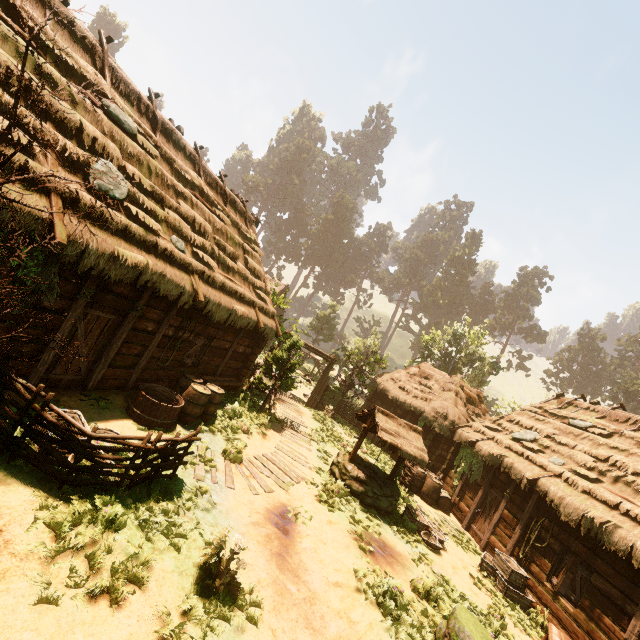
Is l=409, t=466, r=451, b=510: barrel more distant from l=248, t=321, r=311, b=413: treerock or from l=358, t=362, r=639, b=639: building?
l=248, t=321, r=311, b=413: treerock

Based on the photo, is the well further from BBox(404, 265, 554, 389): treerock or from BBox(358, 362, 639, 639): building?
BBox(404, 265, 554, 389): treerock

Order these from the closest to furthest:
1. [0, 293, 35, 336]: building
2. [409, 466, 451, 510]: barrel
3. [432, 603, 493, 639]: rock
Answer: [432, 603, 493, 639]: rock → [0, 293, 35, 336]: building → [409, 466, 451, 510]: barrel

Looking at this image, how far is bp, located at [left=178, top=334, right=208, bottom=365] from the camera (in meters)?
10.94

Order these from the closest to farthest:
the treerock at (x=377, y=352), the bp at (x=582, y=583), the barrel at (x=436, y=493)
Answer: the bp at (x=582, y=583) < the barrel at (x=436, y=493) < the treerock at (x=377, y=352)

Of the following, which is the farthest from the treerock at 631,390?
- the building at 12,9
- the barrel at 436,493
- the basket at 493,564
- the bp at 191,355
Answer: the barrel at 436,493

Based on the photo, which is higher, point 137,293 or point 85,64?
point 85,64

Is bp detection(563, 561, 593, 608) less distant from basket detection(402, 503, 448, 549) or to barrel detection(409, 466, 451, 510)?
basket detection(402, 503, 448, 549)
